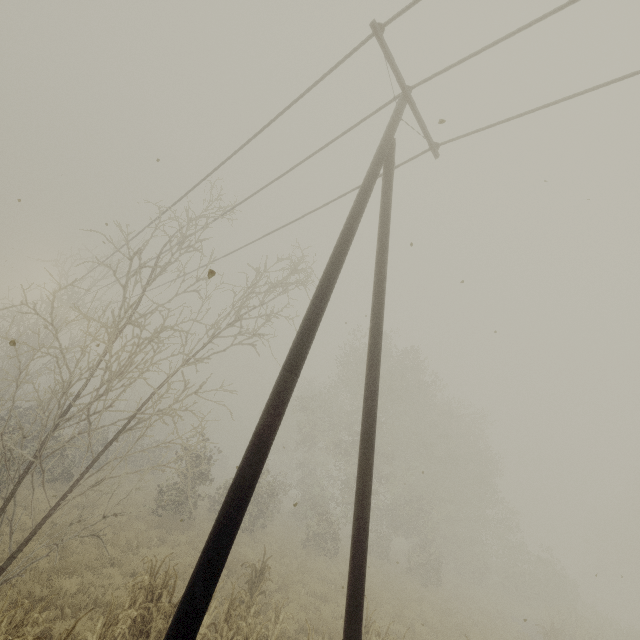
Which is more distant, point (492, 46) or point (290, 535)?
point (290, 535)

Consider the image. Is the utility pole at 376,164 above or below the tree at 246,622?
above

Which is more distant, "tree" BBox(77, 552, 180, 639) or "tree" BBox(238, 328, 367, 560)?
"tree" BBox(238, 328, 367, 560)

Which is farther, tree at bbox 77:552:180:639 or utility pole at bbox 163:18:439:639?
tree at bbox 77:552:180:639

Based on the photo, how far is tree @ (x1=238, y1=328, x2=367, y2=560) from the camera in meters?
19.5

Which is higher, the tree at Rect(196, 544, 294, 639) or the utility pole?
the utility pole

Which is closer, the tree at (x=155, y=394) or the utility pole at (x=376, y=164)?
the utility pole at (x=376, y=164)
